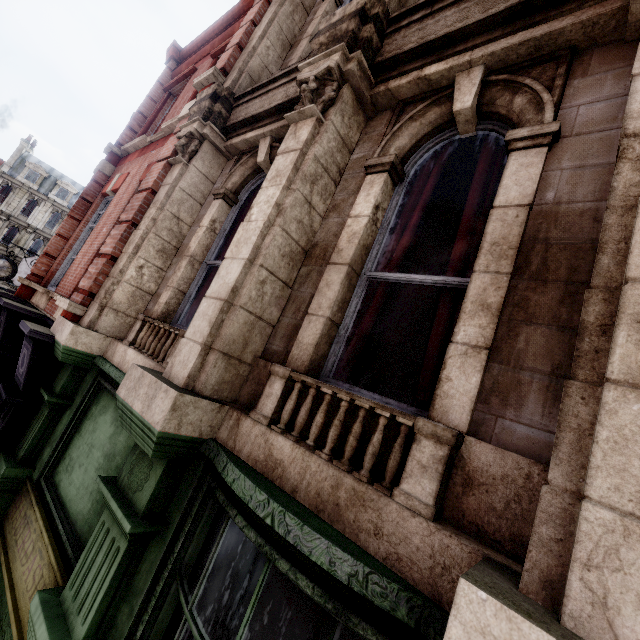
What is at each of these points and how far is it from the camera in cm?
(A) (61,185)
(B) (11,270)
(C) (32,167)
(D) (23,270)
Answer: (A) roof window, 4100
(B) clock, 1305
(C) roof window, 3916
(D) sign, 2433

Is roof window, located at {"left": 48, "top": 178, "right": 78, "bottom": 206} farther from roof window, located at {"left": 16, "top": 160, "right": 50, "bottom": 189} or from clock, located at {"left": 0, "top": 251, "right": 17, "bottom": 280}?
clock, located at {"left": 0, "top": 251, "right": 17, "bottom": 280}

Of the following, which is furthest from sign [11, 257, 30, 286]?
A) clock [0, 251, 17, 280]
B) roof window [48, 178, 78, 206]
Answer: roof window [48, 178, 78, 206]

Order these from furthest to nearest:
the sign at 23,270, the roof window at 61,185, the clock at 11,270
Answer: the roof window at 61,185 → the sign at 23,270 → the clock at 11,270

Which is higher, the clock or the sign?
the sign

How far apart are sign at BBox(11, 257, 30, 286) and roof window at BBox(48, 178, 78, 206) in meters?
22.2

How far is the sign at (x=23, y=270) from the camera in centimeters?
2411cm

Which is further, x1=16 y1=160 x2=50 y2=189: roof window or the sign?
x1=16 y1=160 x2=50 y2=189: roof window
